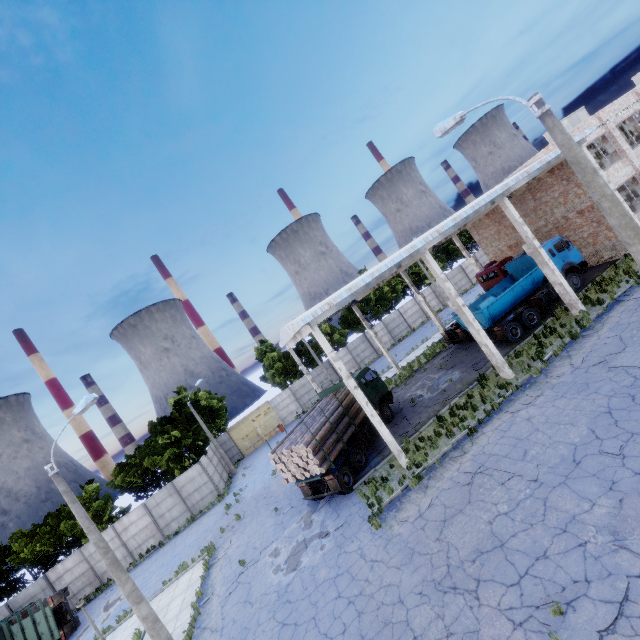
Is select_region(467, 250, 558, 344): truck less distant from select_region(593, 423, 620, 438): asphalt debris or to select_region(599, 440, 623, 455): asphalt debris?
select_region(593, 423, 620, 438): asphalt debris

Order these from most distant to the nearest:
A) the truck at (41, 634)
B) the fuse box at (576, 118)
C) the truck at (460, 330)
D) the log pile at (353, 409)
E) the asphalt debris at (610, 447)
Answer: the fuse box at (576, 118), the truck at (460, 330), the truck at (41, 634), the log pile at (353, 409), the asphalt debris at (610, 447)

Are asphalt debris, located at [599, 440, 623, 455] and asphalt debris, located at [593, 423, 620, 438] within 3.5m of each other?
yes

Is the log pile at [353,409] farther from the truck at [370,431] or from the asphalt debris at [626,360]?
the asphalt debris at [626,360]

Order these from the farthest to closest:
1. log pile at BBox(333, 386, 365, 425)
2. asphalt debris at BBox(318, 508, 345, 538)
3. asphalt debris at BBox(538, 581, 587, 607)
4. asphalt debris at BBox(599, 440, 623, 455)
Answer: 1. log pile at BBox(333, 386, 365, 425)
2. asphalt debris at BBox(318, 508, 345, 538)
3. asphalt debris at BBox(599, 440, 623, 455)
4. asphalt debris at BBox(538, 581, 587, 607)

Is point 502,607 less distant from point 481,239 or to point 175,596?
point 175,596

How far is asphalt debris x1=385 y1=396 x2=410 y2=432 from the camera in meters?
18.7

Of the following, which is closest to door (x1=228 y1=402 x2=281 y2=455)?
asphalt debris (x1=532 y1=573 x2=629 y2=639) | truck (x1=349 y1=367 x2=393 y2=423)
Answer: truck (x1=349 y1=367 x2=393 y2=423)
